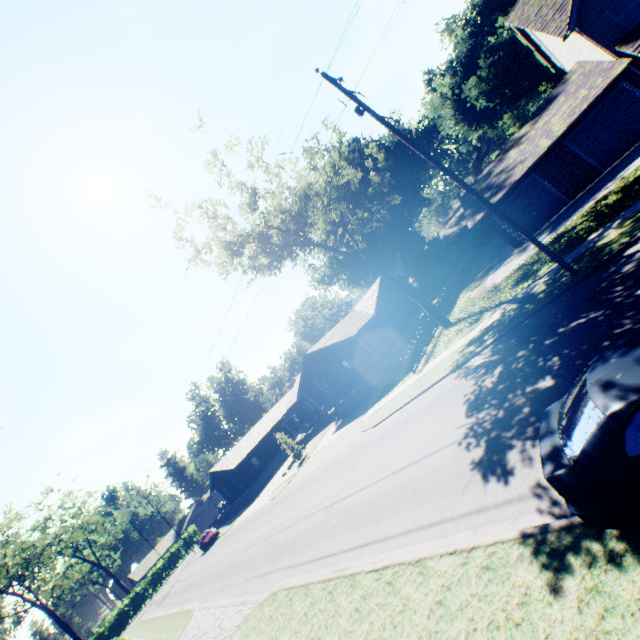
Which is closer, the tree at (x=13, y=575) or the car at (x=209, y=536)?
the tree at (x=13, y=575)

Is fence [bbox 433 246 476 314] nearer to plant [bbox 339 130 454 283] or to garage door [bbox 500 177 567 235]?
plant [bbox 339 130 454 283]

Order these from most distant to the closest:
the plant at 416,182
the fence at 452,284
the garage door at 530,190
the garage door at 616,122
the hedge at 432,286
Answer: the plant at 416,182 → the hedge at 432,286 → the fence at 452,284 → the garage door at 530,190 → the garage door at 616,122

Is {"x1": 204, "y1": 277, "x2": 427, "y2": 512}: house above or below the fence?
above

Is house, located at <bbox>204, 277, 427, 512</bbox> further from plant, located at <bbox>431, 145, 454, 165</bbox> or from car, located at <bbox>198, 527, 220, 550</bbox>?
car, located at <bbox>198, 527, 220, 550</bbox>

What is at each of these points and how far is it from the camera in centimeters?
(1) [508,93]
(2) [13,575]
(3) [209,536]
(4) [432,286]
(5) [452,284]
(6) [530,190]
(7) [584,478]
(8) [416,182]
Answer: (1) plant, 4319cm
(2) tree, 3278cm
(3) car, 4022cm
(4) hedge, 4688cm
(5) fence, 3178cm
(6) garage door, 2120cm
(7) car, 385cm
(8) plant, 5584cm

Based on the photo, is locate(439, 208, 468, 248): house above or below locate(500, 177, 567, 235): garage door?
above

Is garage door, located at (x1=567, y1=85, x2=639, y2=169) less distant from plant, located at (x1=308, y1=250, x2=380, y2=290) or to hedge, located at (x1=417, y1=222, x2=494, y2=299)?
hedge, located at (x1=417, y1=222, x2=494, y2=299)
